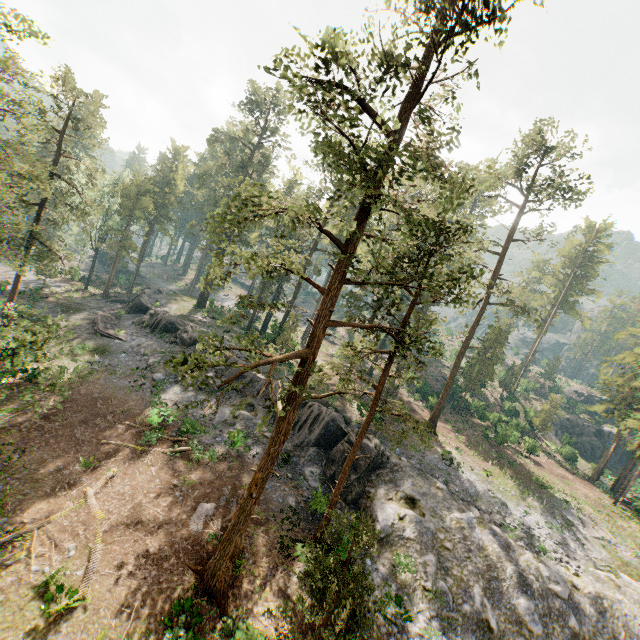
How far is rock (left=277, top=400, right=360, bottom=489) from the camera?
24.9 meters

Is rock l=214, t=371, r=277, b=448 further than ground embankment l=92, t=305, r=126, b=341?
No

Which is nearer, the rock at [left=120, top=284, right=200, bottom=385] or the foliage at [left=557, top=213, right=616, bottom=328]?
the rock at [left=120, top=284, right=200, bottom=385]

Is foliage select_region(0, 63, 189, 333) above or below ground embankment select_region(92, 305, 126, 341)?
above

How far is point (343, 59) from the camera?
9.6 meters

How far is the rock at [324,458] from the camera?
24.9m

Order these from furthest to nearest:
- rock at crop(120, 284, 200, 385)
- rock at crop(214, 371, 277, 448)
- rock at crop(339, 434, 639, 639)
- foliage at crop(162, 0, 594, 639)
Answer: rock at crop(120, 284, 200, 385)
rock at crop(214, 371, 277, 448)
rock at crop(339, 434, 639, 639)
foliage at crop(162, 0, 594, 639)

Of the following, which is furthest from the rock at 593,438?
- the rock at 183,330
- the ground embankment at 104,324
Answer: the ground embankment at 104,324
